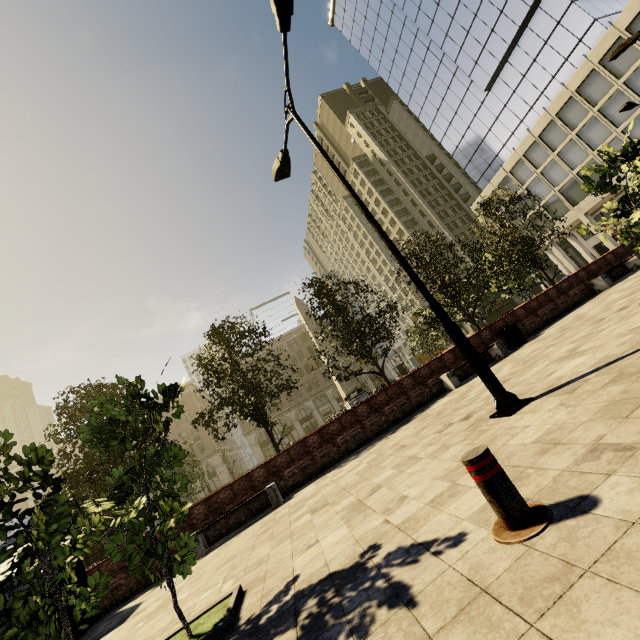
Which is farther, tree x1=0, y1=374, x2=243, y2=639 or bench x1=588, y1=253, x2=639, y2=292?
bench x1=588, y1=253, x2=639, y2=292

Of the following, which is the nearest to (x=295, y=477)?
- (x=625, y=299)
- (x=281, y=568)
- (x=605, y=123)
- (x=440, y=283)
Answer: (x=281, y=568)

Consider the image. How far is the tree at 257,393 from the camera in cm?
1289

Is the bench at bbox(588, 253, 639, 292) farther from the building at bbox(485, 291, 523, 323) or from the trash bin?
the building at bbox(485, 291, 523, 323)

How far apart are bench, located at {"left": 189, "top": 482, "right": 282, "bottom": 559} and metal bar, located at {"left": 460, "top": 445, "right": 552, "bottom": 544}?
8.1m

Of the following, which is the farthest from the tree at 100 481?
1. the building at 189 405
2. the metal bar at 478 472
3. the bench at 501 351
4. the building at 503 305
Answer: the building at 189 405

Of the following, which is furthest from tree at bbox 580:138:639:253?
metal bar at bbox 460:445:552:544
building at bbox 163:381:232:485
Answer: building at bbox 163:381:232:485

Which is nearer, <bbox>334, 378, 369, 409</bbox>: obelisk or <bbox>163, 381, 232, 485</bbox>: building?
<bbox>334, 378, 369, 409</bbox>: obelisk
